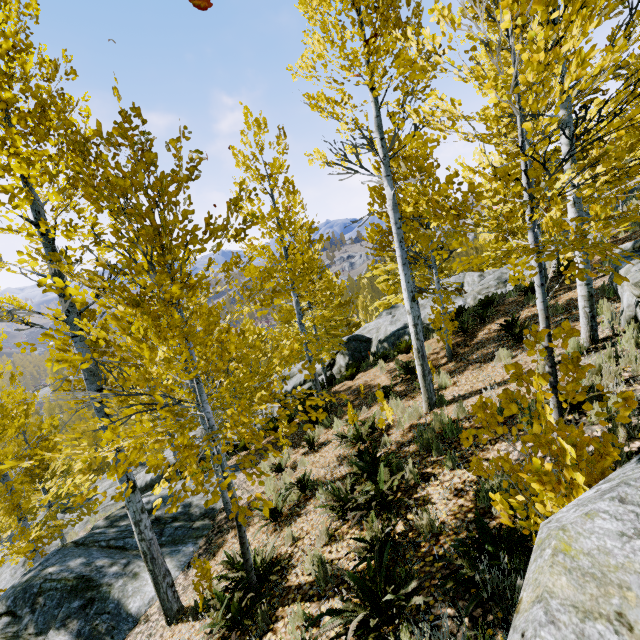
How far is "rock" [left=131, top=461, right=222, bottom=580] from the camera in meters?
7.3

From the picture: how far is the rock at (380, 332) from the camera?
16.0 meters

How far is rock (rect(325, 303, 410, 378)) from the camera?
15.95m

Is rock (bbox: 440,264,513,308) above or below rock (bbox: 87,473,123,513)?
above

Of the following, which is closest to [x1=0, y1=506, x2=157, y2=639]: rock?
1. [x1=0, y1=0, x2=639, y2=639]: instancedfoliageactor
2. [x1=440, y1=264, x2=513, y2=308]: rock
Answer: [x1=0, y1=0, x2=639, y2=639]: instancedfoliageactor

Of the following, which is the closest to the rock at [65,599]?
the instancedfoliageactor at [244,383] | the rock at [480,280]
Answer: the instancedfoliageactor at [244,383]

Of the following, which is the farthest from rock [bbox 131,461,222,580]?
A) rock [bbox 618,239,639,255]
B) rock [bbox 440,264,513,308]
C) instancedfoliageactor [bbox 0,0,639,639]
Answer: rock [bbox 440,264,513,308]

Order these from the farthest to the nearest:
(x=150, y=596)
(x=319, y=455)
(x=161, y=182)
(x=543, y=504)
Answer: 1. (x=319, y=455)
2. (x=150, y=596)
3. (x=161, y=182)
4. (x=543, y=504)
